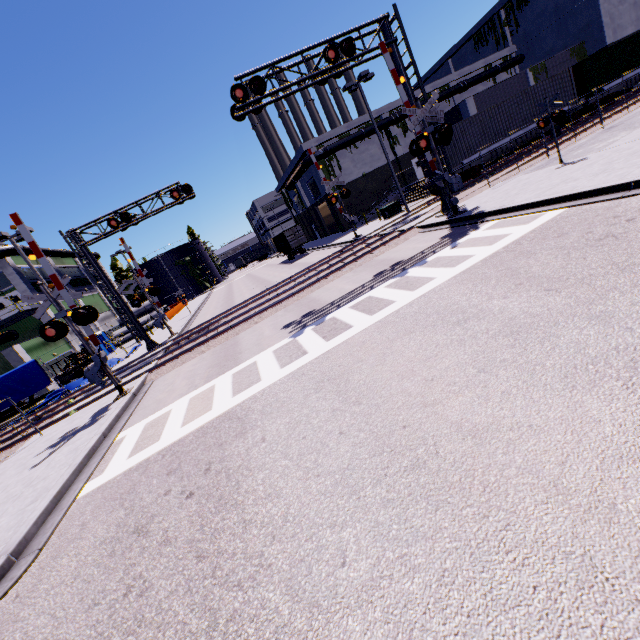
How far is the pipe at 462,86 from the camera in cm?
3831

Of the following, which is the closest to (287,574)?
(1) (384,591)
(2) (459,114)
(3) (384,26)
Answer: (1) (384,591)

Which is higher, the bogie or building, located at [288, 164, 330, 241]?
building, located at [288, 164, 330, 241]

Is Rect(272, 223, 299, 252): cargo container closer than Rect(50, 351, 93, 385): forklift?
No

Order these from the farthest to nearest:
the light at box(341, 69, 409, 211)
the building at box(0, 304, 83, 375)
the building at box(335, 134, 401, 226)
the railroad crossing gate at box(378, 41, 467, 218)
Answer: the building at box(335, 134, 401, 226) < the building at box(0, 304, 83, 375) < the light at box(341, 69, 409, 211) < the railroad crossing gate at box(378, 41, 467, 218)

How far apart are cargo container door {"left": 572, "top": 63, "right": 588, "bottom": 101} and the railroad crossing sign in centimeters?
1641cm

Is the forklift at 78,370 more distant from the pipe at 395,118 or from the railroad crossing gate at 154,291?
the pipe at 395,118

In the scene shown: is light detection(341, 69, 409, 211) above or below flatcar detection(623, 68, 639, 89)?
above
